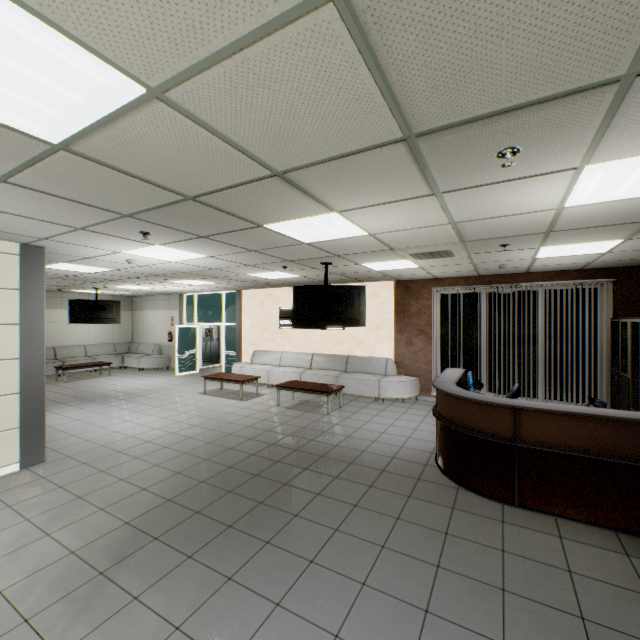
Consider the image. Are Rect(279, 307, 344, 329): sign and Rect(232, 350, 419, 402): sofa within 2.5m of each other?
yes

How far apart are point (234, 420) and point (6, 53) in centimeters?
650cm

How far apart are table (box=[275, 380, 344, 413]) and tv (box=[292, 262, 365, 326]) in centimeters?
174cm

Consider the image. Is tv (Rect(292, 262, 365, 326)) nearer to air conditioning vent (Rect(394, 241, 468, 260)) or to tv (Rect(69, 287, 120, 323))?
air conditioning vent (Rect(394, 241, 468, 260))

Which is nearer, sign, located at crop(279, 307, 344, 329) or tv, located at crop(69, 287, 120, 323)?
sign, located at crop(279, 307, 344, 329)

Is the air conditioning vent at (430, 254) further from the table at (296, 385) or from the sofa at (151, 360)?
the sofa at (151, 360)

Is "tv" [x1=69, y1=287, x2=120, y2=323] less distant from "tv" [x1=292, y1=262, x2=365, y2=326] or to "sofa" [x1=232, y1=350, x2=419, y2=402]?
"sofa" [x1=232, y1=350, x2=419, y2=402]

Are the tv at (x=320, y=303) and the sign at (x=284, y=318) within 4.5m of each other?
yes
